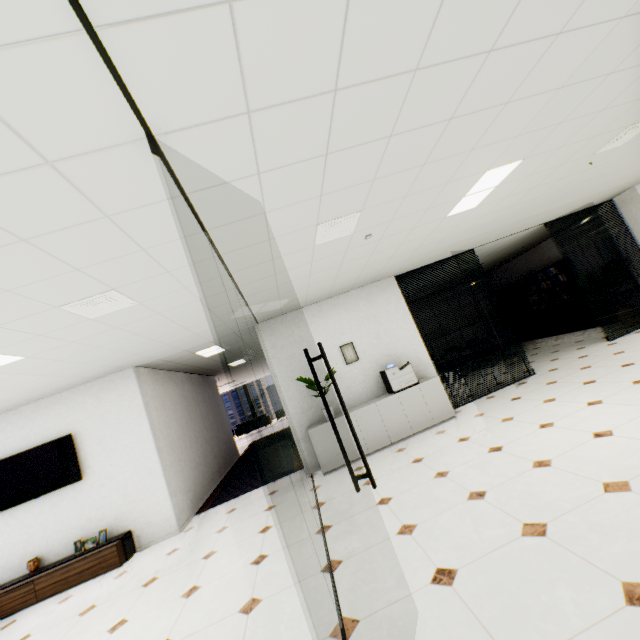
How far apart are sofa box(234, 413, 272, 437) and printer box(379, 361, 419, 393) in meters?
12.9 m

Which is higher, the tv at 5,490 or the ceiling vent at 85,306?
the ceiling vent at 85,306

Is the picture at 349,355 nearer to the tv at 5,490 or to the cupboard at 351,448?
the cupboard at 351,448

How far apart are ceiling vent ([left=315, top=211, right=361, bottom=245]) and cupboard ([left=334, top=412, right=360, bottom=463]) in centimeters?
329cm

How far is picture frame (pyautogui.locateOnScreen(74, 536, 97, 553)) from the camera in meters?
5.2 m

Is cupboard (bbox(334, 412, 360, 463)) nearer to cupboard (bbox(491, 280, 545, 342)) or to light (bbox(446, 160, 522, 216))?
light (bbox(446, 160, 522, 216))

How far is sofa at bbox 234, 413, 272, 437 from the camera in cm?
1750

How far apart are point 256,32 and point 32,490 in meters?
7.3 m
